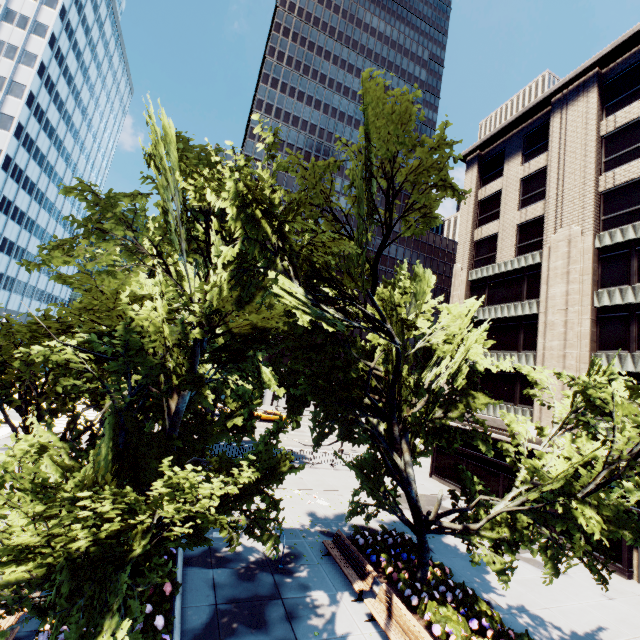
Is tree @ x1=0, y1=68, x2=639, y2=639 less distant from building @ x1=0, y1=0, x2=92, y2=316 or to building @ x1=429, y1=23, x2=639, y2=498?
building @ x1=0, y1=0, x2=92, y2=316

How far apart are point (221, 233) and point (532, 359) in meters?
22.7

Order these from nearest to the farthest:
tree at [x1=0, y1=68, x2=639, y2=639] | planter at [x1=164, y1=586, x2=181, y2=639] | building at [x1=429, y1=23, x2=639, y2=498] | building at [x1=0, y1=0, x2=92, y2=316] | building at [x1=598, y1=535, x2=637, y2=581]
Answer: tree at [x1=0, y1=68, x2=639, y2=639]
planter at [x1=164, y1=586, x2=181, y2=639]
building at [x1=598, y1=535, x2=637, y2=581]
building at [x1=429, y1=23, x2=639, y2=498]
building at [x1=0, y1=0, x2=92, y2=316]

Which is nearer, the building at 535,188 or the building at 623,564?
the building at 623,564

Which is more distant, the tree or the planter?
the planter

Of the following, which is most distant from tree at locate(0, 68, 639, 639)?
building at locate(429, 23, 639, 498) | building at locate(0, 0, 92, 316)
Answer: building at locate(429, 23, 639, 498)

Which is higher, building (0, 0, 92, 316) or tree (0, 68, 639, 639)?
building (0, 0, 92, 316)

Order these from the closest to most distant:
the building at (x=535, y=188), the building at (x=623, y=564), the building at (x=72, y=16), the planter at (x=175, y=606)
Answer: the planter at (x=175, y=606), the building at (x=623, y=564), the building at (x=535, y=188), the building at (x=72, y=16)
